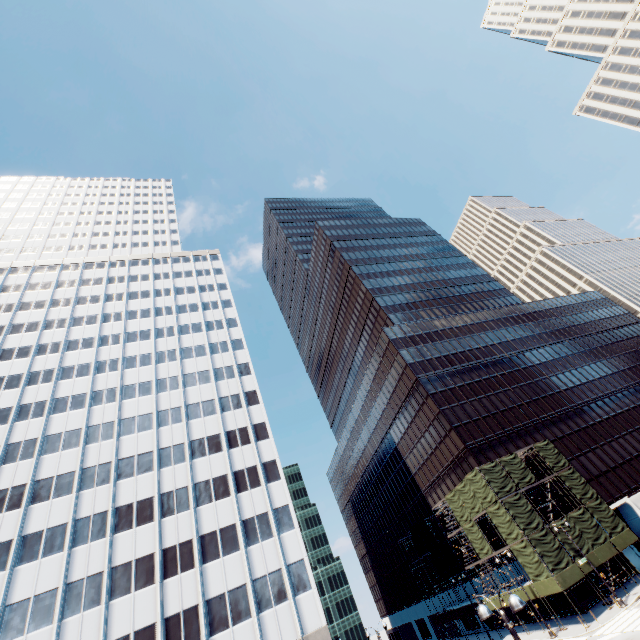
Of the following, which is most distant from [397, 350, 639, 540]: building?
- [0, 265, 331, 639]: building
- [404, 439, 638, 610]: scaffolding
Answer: [0, 265, 331, 639]: building

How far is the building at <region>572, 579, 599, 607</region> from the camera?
35.1 meters

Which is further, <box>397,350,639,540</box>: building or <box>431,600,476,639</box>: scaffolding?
<box>397,350,639,540</box>: building

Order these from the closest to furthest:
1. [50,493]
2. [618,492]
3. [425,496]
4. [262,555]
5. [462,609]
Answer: [262,555] < [50,493] < [618,492] < [462,609] < [425,496]

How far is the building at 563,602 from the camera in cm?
3557

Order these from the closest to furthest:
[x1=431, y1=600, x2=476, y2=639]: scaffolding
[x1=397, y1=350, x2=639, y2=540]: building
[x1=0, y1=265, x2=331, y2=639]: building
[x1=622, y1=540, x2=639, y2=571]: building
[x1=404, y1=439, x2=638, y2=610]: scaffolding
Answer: [x1=0, y1=265, x2=331, y2=639]: building, [x1=404, y1=439, x2=638, y2=610]: scaffolding, [x1=622, y1=540, x2=639, y2=571]: building, [x1=431, y1=600, x2=476, y2=639]: scaffolding, [x1=397, y1=350, x2=639, y2=540]: building
